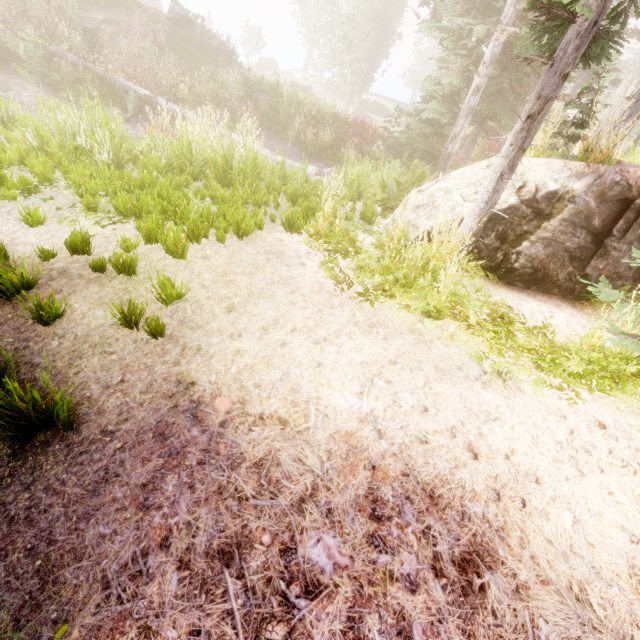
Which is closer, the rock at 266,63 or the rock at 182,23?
the rock at 182,23

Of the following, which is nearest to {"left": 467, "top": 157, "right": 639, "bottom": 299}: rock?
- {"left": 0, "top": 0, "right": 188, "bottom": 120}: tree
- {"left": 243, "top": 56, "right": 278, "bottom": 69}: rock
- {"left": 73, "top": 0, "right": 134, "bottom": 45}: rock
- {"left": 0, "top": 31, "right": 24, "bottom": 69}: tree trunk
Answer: {"left": 0, "top": 0, "right": 188, "bottom": 120}: tree

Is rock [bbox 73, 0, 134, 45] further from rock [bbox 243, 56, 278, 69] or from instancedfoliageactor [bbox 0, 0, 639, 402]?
rock [bbox 243, 56, 278, 69]

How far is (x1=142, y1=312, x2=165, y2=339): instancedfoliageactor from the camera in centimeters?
271cm

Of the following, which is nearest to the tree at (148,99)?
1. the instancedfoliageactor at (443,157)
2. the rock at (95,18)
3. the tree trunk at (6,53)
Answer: the tree trunk at (6,53)

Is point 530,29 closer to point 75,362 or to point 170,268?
point 170,268
